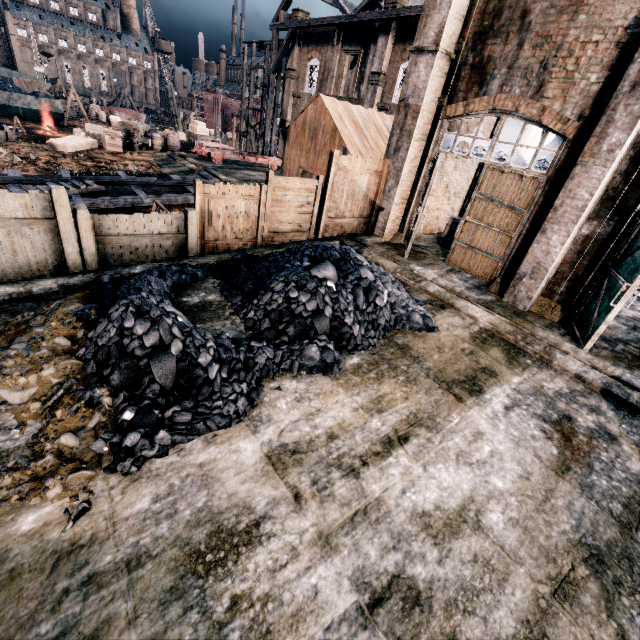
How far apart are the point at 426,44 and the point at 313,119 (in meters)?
6.79

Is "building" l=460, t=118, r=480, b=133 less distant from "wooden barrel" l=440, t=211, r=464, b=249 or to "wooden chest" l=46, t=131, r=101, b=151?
"wooden chest" l=46, t=131, r=101, b=151

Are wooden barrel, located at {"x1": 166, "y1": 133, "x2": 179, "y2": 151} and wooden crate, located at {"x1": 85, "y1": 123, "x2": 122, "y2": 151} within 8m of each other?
yes

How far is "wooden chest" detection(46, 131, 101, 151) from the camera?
24.1m

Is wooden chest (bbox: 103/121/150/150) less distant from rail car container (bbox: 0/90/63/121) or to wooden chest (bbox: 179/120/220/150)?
wooden chest (bbox: 179/120/220/150)

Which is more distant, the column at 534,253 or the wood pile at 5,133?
the wood pile at 5,133

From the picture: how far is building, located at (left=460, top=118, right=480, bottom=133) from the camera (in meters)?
13.23

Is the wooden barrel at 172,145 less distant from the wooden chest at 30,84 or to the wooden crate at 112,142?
the wooden crate at 112,142
